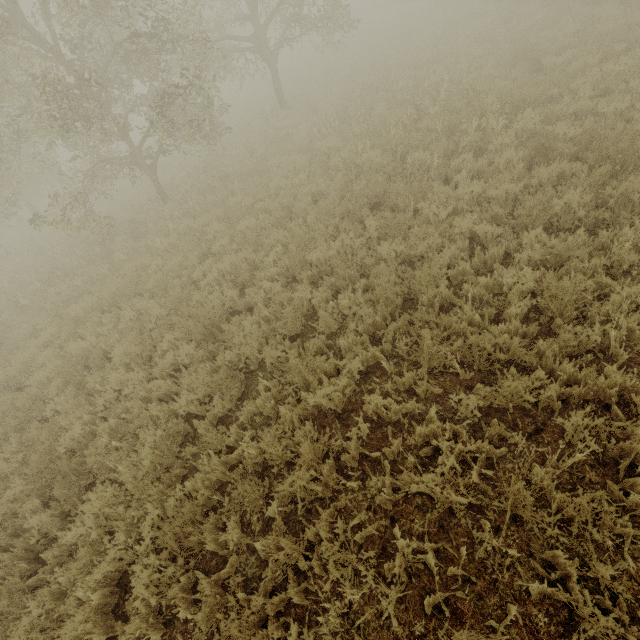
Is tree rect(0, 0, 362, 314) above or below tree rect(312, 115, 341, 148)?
above

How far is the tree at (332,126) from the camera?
10.2m

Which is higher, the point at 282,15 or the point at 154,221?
the point at 282,15

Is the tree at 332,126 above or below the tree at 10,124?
below

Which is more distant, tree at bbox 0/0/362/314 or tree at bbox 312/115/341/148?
tree at bbox 312/115/341/148

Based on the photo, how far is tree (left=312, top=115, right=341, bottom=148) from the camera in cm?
1023
